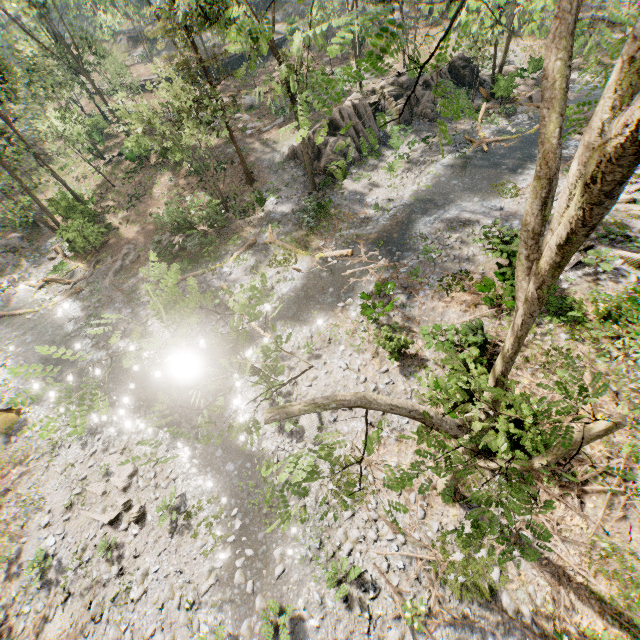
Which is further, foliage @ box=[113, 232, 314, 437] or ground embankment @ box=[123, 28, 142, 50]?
ground embankment @ box=[123, 28, 142, 50]

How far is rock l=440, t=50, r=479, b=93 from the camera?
27.8m

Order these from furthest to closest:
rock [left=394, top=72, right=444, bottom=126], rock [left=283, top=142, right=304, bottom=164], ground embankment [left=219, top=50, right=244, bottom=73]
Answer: ground embankment [left=219, top=50, right=244, bottom=73]
rock [left=394, top=72, right=444, bottom=126]
rock [left=283, top=142, right=304, bottom=164]

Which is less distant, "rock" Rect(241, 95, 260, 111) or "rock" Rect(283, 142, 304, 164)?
"rock" Rect(283, 142, 304, 164)

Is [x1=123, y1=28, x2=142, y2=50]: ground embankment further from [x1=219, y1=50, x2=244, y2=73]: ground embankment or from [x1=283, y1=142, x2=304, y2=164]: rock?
[x1=283, y1=142, x2=304, y2=164]: rock

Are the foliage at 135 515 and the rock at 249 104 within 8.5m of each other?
no

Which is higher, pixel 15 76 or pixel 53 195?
pixel 15 76

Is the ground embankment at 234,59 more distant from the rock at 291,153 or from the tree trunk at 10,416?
the tree trunk at 10,416
